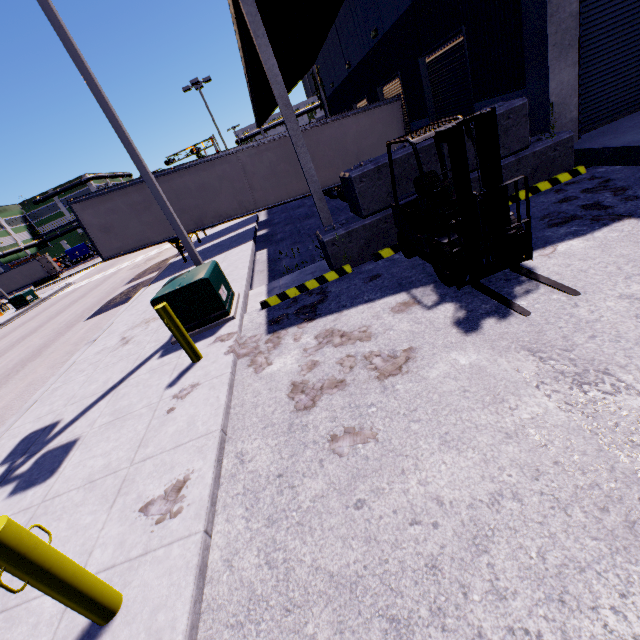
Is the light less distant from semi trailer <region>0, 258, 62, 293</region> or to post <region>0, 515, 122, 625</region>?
semi trailer <region>0, 258, 62, 293</region>

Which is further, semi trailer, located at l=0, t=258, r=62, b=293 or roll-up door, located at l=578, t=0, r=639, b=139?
semi trailer, located at l=0, t=258, r=62, b=293

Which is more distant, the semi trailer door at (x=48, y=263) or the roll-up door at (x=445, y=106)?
the semi trailer door at (x=48, y=263)

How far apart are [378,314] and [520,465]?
3.0m

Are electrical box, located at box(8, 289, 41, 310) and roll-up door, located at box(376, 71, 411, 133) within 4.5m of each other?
no

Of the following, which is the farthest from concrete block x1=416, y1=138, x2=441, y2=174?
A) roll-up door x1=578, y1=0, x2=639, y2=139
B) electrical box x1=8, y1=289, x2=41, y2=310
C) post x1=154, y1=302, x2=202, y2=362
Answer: electrical box x1=8, y1=289, x2=41, y2=310

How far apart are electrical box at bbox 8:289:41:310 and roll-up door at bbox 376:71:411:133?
31.1m

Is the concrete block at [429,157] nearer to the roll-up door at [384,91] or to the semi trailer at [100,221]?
the semi trailer at [100,221]
